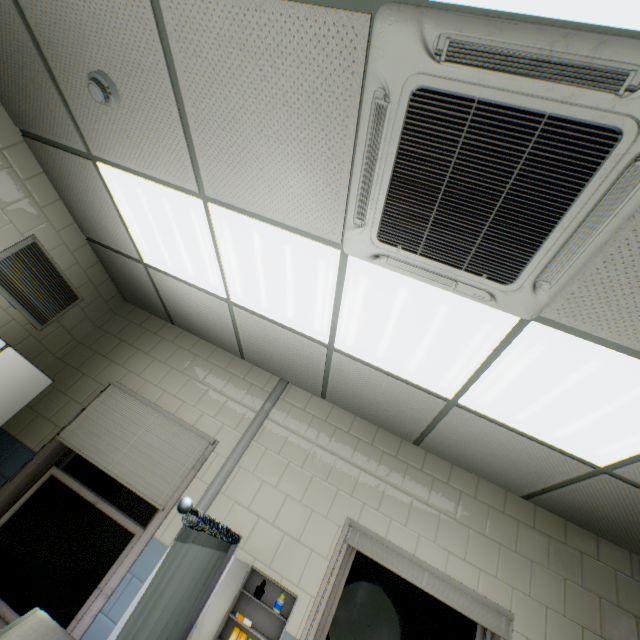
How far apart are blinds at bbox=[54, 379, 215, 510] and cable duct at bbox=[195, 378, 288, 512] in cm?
21

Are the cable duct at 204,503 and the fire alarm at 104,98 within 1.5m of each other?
Result: no

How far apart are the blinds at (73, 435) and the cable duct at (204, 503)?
0.2m

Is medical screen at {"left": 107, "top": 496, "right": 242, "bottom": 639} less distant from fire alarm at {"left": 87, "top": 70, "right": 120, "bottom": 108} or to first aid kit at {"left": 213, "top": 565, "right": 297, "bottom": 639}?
first aid kit at {"left": 213, "top": 565, "right": 297, "bottom": 639}

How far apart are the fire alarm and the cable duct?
2.6 meters

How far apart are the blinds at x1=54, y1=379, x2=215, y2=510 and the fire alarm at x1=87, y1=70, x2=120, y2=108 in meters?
2.5 m

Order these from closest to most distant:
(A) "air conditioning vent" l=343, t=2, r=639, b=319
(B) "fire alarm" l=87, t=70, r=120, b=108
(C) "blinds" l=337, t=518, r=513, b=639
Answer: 1. (A) "air conditioning vent" l=343, t=2, r=639, b=319
2. (B) "fire alarm" l=87, t=70, r=120, b=108
3. (C) "blinds" l=337, t=518, r=513, b=639

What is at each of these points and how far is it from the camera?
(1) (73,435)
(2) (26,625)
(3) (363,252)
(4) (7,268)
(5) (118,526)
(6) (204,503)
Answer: (1) blinds, 2.96m
(2) couch, 1.97m
(3) air conditioning vent, 1.69m
(4) ventilation grill, 2.78m
(5) window, 2.70m
(6) cable duct, 2.69m
